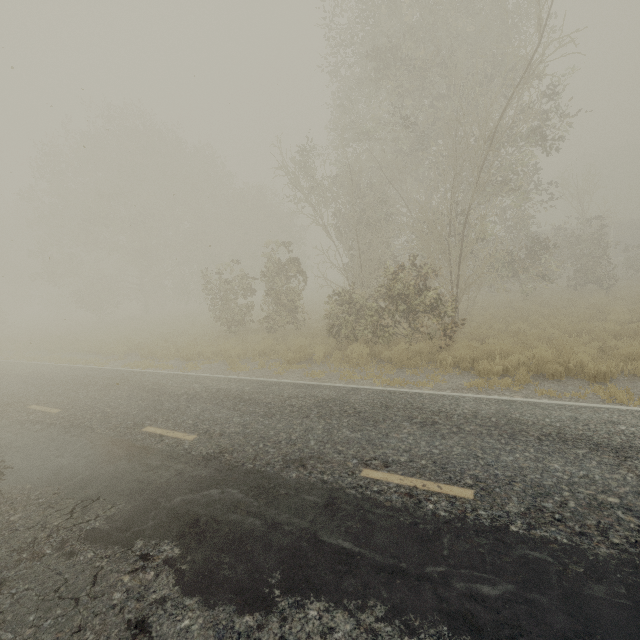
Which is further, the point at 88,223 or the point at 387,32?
the point at 88,223
